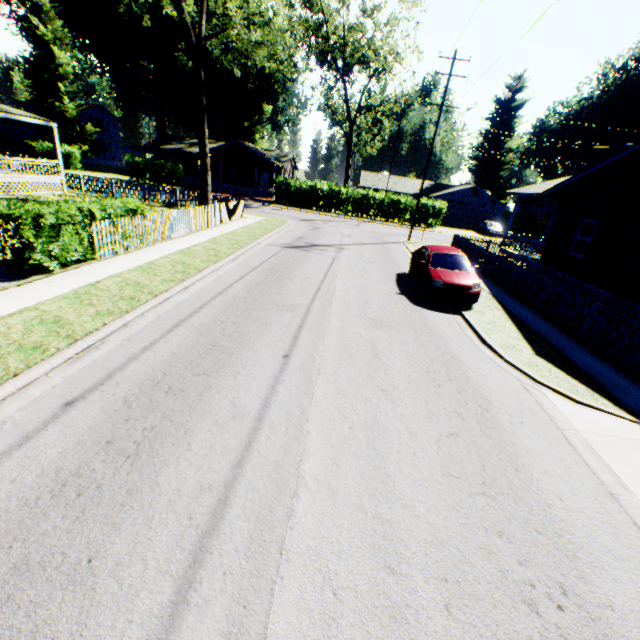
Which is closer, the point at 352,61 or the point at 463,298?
the point at 463,298

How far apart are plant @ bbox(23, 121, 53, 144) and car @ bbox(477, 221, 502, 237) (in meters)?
57.28

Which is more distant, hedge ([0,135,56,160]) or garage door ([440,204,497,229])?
garage door ([440,204,497,229])

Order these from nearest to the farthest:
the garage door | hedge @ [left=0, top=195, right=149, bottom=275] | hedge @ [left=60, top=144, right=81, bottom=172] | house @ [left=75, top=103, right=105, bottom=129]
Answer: hedge @ [left=0, top=195, right=149, bottom=275]
hedge @ [left=60, top=144, right=81, bottom=172]
the garage door
house @ [left=75, top=103, right=105, bottom=129]

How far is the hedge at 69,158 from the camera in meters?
39.1 m

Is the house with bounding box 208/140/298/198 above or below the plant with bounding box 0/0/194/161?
below

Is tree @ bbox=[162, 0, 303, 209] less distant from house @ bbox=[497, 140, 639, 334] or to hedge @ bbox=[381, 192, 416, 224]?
hedge @ bbox=[381, 192, 416, 224]

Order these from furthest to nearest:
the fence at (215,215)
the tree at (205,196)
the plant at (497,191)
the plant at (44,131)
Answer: the plant at (497,191) < the plant at (44,131) < the tree at (205,196) < the fence at (215,215)
